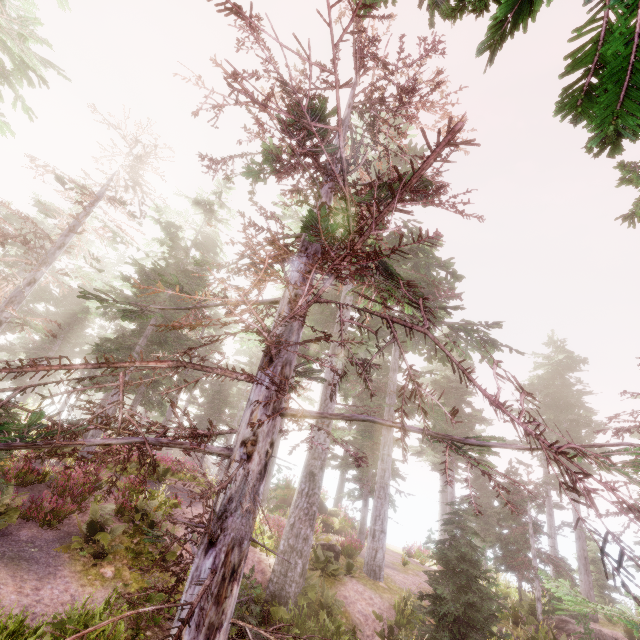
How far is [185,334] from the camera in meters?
26.7

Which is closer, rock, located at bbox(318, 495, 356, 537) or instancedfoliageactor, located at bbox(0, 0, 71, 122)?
instancedfoliageactor, located at bbox(0, 0, 71, 122)

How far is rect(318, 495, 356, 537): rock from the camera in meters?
22.2 m

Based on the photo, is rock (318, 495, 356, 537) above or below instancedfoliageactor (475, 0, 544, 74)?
below

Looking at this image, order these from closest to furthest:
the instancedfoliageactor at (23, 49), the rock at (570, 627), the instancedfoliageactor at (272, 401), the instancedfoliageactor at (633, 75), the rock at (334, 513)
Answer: the instancedfoliageactor at (633, 75), the instancedfoliageactor at (272, 401), the instancedfoliageactor at (23, 49), the rock at (570, 627), the rock at (334, 513)

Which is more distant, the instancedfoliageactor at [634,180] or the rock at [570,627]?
the rock at [570,627]

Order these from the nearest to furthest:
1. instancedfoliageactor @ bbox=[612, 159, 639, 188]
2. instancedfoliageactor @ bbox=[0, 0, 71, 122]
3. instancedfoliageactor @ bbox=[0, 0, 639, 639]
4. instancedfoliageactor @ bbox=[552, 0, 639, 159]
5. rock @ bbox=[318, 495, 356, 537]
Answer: instancedfoliageactor @ bbox=[552, 0, 639, 159] < instancedfoliageactor @ bbox=[0, 0, 639, 639] < instancedfoliageactor @ bbox=[612, 159, 639, 188] < instancedfoliageactor @ bbox=[0, 0, 71, 122] < rock @ bbox=[318, 495, 356, 537]

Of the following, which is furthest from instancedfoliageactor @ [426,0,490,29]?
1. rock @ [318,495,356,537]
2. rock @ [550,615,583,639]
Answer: rock @ [550,615,583,639]
